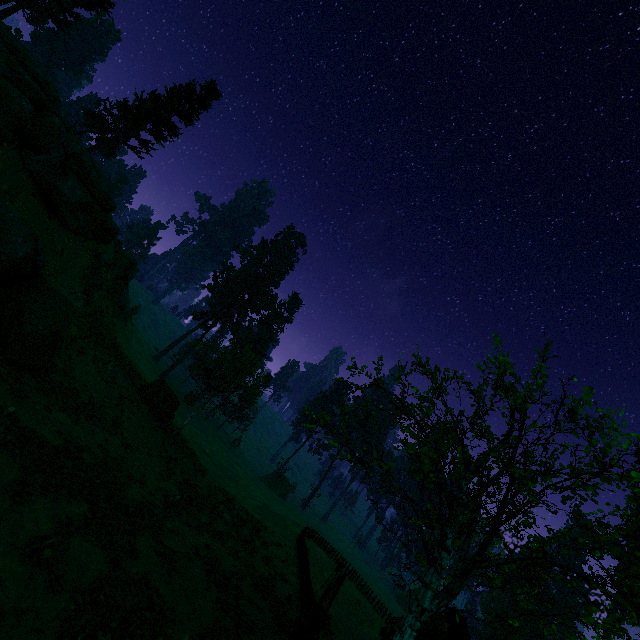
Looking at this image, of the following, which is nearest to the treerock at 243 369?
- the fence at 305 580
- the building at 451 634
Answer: the building at 451 634

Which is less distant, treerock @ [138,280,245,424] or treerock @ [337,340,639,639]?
treerock @ [337,340,639,639]

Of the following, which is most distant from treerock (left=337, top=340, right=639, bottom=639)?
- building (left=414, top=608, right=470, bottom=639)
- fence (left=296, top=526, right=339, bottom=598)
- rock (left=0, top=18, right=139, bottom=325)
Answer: fence (left=296, top=526, right=339, bottom=598)

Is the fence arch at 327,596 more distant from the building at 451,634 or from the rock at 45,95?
the rock at 45,95

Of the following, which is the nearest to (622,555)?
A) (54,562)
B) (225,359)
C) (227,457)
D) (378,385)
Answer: (378,385)

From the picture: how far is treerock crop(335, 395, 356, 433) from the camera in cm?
1270

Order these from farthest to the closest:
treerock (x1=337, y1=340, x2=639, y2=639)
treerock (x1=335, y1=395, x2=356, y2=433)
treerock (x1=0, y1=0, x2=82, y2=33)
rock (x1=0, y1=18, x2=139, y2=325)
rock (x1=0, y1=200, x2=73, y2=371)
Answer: treerock (x1=0, y1=0, x2=82, y2=33) → rock (x1=0, y1=18, x2=139, y2=325) → rock (x1=0, y1=200, x2=73, y2=371) → treerock (x1=335, y1=395, x2=356, y2=433) → treerock (x1=337, y1=340, x2=639, y2=639)
